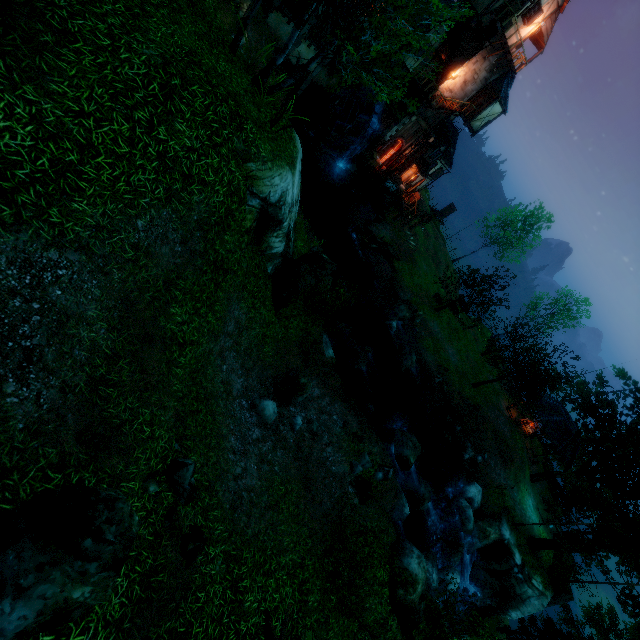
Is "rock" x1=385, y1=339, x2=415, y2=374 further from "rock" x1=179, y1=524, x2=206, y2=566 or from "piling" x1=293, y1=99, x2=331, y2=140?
"piling" x1=293, y1=99, x2=331, y2=140

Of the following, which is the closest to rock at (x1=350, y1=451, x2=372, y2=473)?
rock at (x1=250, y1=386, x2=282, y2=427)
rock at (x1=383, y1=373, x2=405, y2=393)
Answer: rock at (x1=250, y1=386, x2=282, y2=427)

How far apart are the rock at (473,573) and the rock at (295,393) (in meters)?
19.85

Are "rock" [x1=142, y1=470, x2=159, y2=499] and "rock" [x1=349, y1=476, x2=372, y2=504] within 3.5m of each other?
no

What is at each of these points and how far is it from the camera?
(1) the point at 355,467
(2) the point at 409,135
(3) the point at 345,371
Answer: (1) rock, 12.85m
(2) tower, 31.19m
(3) rock, 20.08m

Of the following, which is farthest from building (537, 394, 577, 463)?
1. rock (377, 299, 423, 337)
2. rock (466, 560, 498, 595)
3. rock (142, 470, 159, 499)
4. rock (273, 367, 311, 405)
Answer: rock (142, 470, 159, 499)

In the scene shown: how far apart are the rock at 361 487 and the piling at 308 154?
26.49m

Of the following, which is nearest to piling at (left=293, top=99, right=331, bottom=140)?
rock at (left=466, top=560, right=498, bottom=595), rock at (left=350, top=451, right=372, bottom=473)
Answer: rock at (left=350, top=451, right=372, bottom=473)
